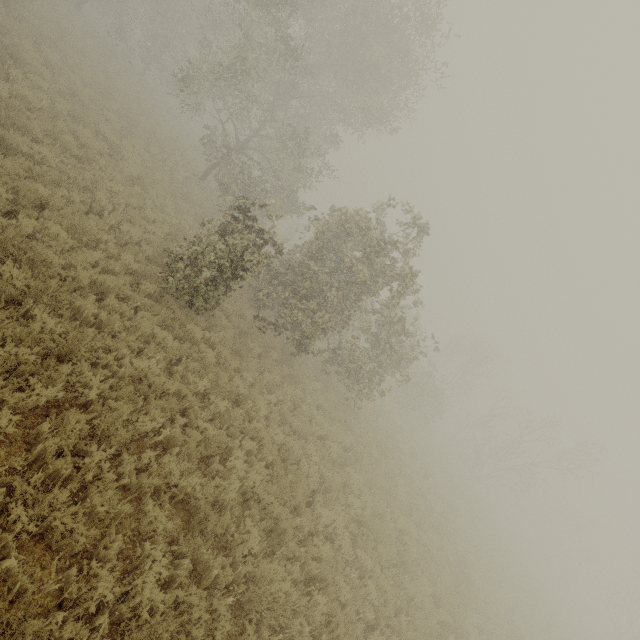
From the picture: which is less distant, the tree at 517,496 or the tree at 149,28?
the tree at 149,28

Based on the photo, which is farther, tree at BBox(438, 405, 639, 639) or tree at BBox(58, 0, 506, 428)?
tree at BBox(438, 405, 639, 639)

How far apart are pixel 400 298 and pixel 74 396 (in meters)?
9.29
